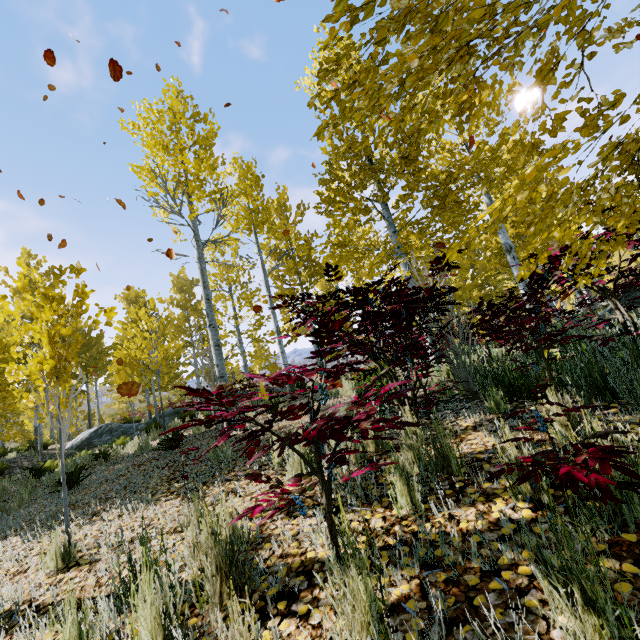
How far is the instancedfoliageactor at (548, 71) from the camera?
1.7 meters

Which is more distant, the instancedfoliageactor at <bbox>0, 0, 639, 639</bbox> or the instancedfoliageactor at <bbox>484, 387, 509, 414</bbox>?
the instancedfoliageactor at <bbox>484, 387, 509, 414</bbox>

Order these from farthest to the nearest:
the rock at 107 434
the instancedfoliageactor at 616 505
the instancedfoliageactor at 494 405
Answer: the rock at 107 434
the instancedfoliageactor at 494 405
the instancedfoliageactor at 616 505

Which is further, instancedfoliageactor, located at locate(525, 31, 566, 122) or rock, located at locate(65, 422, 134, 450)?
rock, located at locate(65, 422, 134, 450)

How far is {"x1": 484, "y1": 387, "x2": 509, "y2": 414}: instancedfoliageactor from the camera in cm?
336

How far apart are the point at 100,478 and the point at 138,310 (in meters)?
9.81

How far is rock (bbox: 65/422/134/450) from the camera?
14.7 meters
